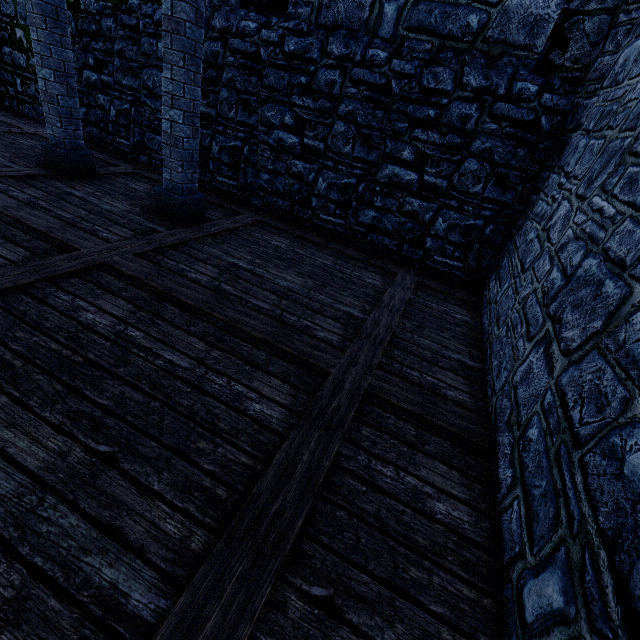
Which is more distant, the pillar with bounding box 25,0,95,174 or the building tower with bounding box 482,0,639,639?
the pillar with bounding box 25,0,95,174

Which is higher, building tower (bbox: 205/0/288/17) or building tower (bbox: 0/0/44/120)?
building tower (bbox: 205/0/288/17)

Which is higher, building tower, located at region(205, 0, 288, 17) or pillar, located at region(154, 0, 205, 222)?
building tower, located at region(205, 0, 288, 17)

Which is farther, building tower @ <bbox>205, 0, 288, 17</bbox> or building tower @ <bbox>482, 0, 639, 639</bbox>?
building tower @ <bbox>205, 0, 288, 17</bbox>

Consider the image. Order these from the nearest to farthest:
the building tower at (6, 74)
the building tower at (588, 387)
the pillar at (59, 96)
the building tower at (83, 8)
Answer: the building tower at (588, 387) < the pillar at (59, 96) < the building tower at (83, 8) < the building tower at (6, 74)

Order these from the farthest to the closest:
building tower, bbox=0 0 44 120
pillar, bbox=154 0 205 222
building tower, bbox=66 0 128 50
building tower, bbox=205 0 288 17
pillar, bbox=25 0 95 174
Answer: building tower, bbox=0 0 44 120 → building tower, bbox=66 0 128 50 → building tower, bbox=205 0 288 17 → pillar, bbox=25 0 95 174 → pillar, bbox=154 0 205 222

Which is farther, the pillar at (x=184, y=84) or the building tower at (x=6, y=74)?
the building tower at (x=6, y=74)

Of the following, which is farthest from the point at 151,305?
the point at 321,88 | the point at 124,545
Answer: the point at 321,88
